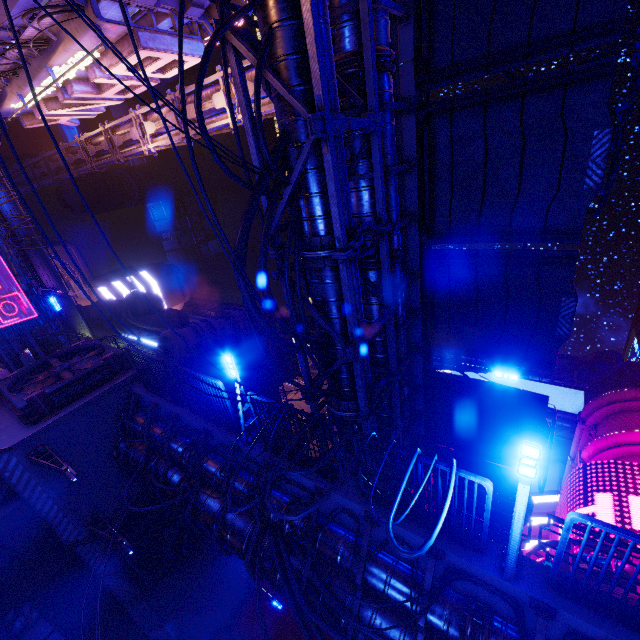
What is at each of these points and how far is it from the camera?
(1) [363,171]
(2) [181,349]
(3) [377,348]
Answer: (1) walkway, 8.8 meters
(2) building, 22.1 meters
(3) walkway, 11.4 meters

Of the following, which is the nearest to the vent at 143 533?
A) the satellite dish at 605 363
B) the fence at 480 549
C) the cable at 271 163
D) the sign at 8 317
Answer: the cable at 271 163

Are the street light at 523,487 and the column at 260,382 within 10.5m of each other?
no

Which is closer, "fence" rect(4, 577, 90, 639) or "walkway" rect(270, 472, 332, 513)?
"walkway" rect(270, 472, 332, 513)

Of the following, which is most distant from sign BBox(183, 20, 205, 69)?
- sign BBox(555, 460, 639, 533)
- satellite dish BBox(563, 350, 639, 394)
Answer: satellite dish BBox(563, 350, 639, 394)

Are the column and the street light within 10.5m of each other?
no

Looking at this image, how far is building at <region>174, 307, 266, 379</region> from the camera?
23.5 meters

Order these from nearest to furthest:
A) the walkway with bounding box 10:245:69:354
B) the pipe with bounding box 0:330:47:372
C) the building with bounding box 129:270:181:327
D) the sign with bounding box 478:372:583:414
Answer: the walkway with bounding box 10:245:69:354
the pipe with bounding box 0:330:47:372
the sign with bounding box 478:372:583:414
the building with bounding box 129:270:181:327
